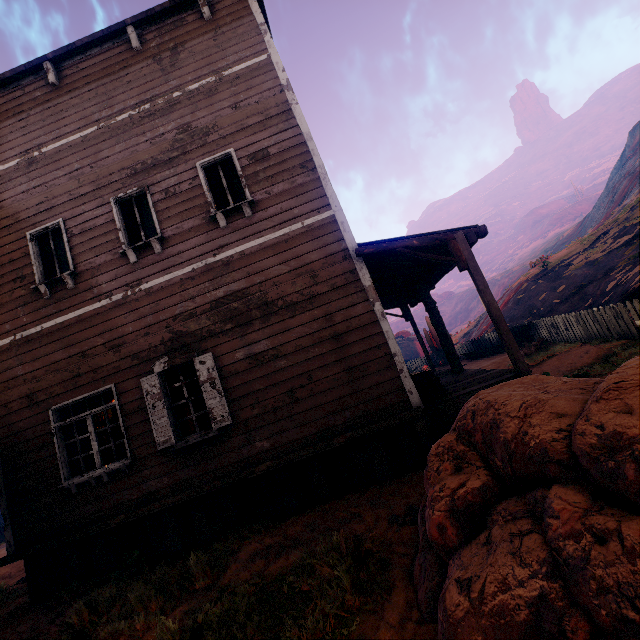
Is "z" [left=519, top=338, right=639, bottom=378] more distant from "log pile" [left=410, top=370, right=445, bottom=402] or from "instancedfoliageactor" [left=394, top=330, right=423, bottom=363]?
"log pile" [left=410, top=370, right=445, bottom=402]

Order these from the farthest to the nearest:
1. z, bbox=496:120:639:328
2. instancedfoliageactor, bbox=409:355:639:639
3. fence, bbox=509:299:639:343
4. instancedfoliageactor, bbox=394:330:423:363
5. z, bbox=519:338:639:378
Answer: instancedfoliageactor, bbox=394:330:423:363, z, bbox=496:120:639:328, fence, bbox=509:299:639:343, z, bbox=519:338:639:378, instancedfoliageactor, bbox=409:355:639:639

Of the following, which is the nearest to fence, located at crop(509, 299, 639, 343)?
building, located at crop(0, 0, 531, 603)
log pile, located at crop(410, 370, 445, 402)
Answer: building, located at crop(0, 0, 531, 603)

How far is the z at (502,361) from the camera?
12.0m

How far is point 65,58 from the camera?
7.5m

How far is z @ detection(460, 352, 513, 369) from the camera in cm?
1201

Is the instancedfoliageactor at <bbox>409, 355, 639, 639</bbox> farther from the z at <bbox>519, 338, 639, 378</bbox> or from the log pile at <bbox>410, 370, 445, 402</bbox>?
the log pile at <bbox>410, 370, 445, 402</bbox>

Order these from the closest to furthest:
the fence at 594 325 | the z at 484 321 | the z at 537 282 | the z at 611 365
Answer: the z at 611 365, the fence at 594 325, the z at 537 282, the z at 484 321
